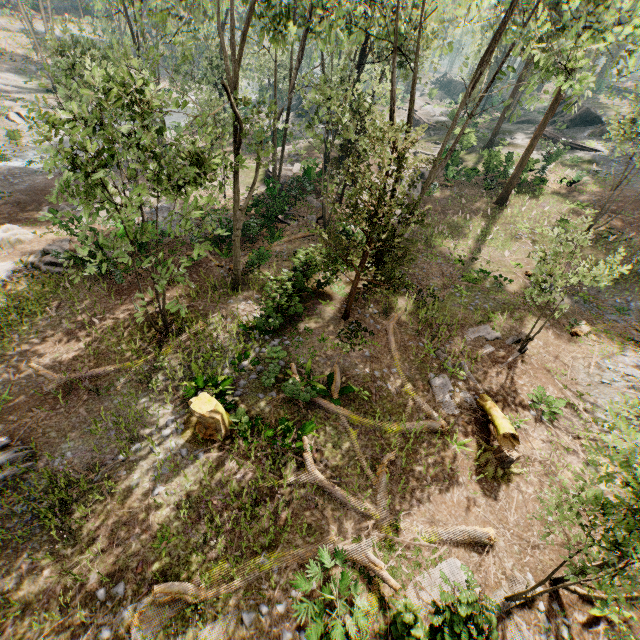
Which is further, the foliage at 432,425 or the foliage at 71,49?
the foliage at 432,425

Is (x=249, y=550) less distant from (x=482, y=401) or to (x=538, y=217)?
(x=482, y=401)

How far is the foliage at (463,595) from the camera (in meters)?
6.85

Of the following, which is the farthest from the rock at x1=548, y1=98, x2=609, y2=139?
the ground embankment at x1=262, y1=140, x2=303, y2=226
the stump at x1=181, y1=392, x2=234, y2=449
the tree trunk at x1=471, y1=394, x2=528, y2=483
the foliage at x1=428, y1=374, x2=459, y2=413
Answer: the stump at x1=181, y1=392, x2=234, y2=449

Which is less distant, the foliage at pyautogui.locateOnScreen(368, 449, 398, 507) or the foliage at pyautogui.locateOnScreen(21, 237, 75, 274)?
the foliage at pyautogui.locateOnScreen(368, 449, 398, 507)

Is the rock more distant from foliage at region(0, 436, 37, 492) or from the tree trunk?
the tree trunk

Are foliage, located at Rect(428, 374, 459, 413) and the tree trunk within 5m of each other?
yes
